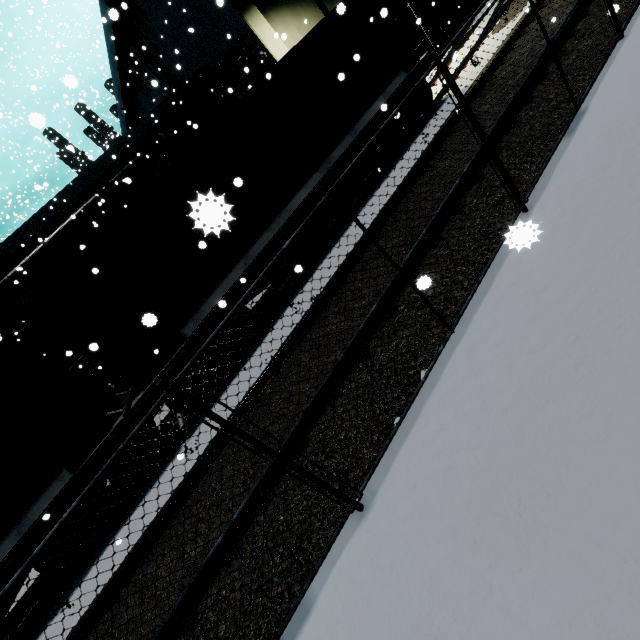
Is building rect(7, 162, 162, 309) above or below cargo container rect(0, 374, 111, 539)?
above

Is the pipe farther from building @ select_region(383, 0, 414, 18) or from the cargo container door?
the cargo container door

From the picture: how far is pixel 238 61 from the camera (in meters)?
17.83

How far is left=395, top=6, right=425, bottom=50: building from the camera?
19.6m

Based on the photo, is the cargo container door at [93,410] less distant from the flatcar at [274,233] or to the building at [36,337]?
the flatcar at [274,233]

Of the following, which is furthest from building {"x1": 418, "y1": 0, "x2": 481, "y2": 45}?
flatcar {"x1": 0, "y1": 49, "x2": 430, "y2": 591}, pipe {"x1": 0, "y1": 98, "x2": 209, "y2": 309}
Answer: flatcar {"x1": 0, "y1": 49, "x2": 430, "y2": 591}
